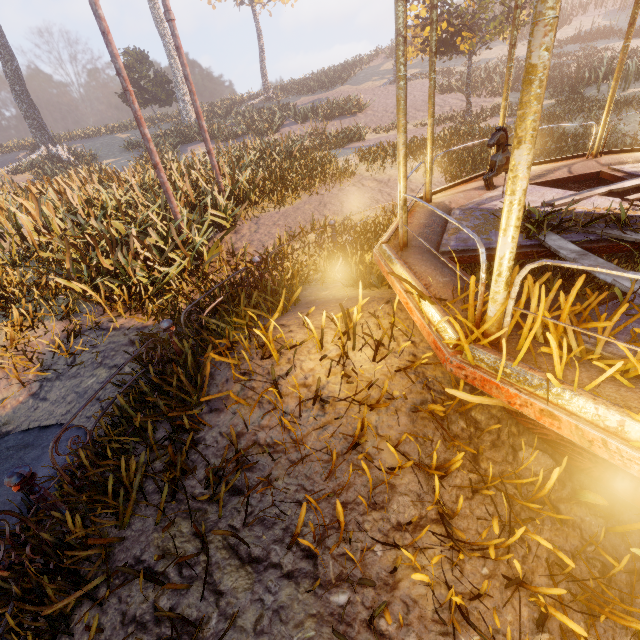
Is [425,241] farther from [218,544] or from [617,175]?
[617,175]

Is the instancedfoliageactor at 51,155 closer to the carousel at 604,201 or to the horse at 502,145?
the carousel at 604,201

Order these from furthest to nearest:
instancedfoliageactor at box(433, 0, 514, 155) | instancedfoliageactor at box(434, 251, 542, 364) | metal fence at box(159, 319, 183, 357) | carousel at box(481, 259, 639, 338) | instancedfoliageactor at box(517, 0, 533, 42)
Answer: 1. instancedfoliageactor at box(517, 0, 533, 42)
2. instancedfoliageactor at box(433, 0, 514, 155)
3. metal fence at box(159, 319, 183, 357)
4. instancedfoliageactor at box(434, 251, 542, 364)
5. carousel at box(481, 259, 639, 338)

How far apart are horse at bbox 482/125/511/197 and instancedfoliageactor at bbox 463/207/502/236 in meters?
0.4 m

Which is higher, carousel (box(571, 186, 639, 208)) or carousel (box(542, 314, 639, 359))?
carousel (box(542, 314, 639, 359))

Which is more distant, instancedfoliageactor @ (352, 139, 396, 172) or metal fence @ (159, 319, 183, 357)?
instancedfoliageactor @ (352, 139, 396, 172)

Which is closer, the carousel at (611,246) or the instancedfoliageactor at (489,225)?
the carousel at (611,246)

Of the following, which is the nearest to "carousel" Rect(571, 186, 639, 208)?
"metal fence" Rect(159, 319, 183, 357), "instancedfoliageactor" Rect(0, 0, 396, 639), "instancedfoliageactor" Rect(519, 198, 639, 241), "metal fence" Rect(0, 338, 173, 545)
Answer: "instancedfoliageactor" Rect(519, 198, 639, 241)
